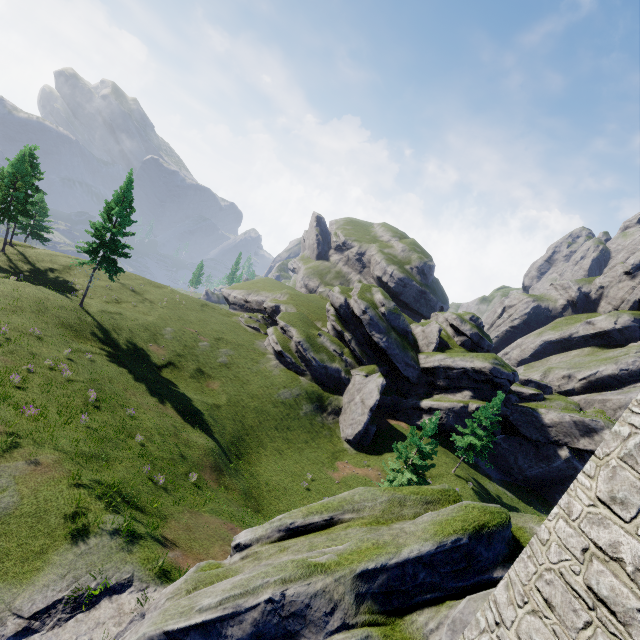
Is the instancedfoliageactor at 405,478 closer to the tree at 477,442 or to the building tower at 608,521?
the tree at 477,442

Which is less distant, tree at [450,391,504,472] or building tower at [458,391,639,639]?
building tower at [458,391,639,639]

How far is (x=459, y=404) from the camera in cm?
4056

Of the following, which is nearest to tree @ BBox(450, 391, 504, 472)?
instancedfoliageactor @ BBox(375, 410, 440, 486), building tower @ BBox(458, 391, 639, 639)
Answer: instancedfoliageactor @ BBox(375, 410, 440, 486)

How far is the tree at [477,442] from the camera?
33.97m

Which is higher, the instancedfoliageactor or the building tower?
the building tower

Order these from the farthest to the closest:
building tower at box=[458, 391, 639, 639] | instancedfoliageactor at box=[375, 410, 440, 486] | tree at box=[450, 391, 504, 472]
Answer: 1. tree at box=[450, 391, 504, 472]
2. instancedfoliageactor at box=[375, 410, 440, 486]
3. building tower at box=[458, 391, 639, 639]
